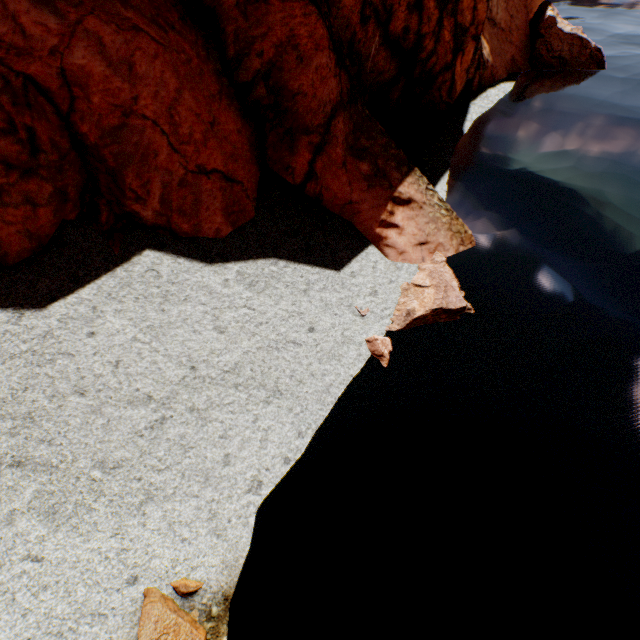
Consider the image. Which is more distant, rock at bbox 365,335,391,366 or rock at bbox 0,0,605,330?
rock at bbox 365,335,391,366

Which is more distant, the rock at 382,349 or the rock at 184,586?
the rock at 382,349

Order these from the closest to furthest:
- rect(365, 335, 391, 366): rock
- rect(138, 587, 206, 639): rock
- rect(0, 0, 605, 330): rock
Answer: rect(138, 587, 206, 639): rock, rect(0, 0, 605, 330): rock, rect(365, 335, 391, 366): rock

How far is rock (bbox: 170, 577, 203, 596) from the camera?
5.53m

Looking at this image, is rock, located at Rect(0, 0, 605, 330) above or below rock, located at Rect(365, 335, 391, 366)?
above

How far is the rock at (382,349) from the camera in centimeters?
852cm

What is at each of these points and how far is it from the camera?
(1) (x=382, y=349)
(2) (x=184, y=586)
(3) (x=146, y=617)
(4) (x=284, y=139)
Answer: (1) rock, 8.6m
(2) rock, 5.6m
(3) rock, 5.1m
(4) rock, 10.2m
